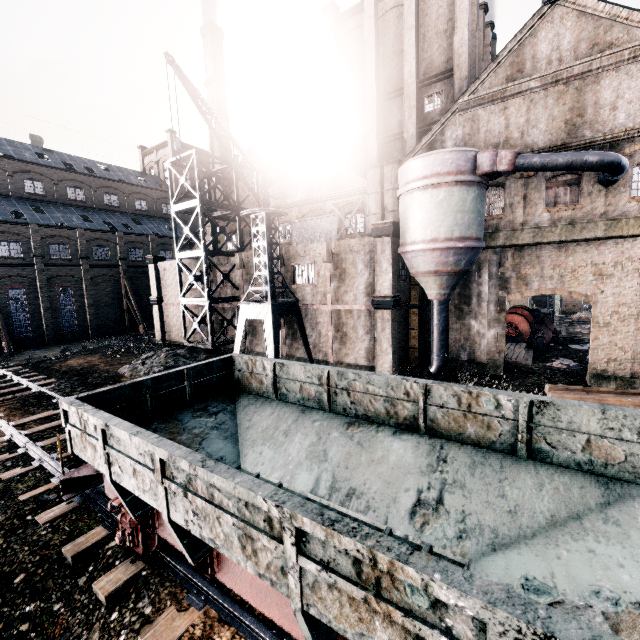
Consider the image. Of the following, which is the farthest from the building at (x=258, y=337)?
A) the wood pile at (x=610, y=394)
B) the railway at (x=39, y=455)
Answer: the railway at (x=39, y=455)

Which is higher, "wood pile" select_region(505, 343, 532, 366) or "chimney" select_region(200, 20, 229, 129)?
"chimney" select_region(200, 20, 229, 129)

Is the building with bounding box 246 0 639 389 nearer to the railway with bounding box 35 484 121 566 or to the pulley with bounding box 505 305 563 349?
the pulley with bounding box 505 305 563 349

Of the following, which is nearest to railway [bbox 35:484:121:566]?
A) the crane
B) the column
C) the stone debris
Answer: the stone debris

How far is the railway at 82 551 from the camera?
8.0 meters

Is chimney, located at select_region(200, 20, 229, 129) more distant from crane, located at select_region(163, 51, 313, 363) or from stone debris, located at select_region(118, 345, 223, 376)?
crane, located at select_region(163, 51, 313, 363)

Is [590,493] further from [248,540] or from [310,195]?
[310,195]

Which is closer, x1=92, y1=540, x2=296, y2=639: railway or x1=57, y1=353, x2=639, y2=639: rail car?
x1=57, y1=353, x2=639, y2=639: rail car
